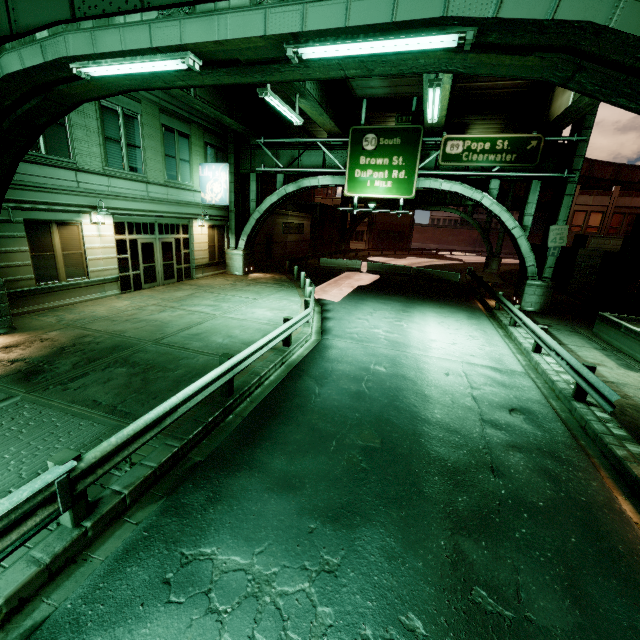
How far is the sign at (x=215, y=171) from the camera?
19.1 meters

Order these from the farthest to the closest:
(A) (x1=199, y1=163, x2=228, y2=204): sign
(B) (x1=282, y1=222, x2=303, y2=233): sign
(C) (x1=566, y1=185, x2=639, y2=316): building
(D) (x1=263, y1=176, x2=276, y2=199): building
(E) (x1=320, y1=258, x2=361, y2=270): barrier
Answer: (D) (x1=263, y1=176, x2=276, y2=199): building < (B) (x1=282, y1=222, x2=303, y2=233): sign < (E) (x1=320, y1=258, x2=361, y2=270): barrier < (A) (x1=199, y1=163, x2=228, y2=204): sign < (C) (x1=566, y1=185, x2=639, y2=316): building

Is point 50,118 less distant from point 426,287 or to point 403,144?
point 403,144

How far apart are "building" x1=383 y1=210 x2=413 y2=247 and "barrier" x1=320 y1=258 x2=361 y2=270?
32.5 meters

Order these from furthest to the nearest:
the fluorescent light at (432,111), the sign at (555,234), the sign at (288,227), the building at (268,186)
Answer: the building at (268,186) → the sign at (288,227) → the sign at (555,234) → the fluorescent light at (432,111)

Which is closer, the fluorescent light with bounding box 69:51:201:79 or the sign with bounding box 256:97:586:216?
the fluorescent light with bounding box 69:51:201:79

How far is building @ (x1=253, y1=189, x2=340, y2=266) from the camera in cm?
2933

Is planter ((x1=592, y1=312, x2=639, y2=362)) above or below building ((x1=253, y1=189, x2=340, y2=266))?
below
